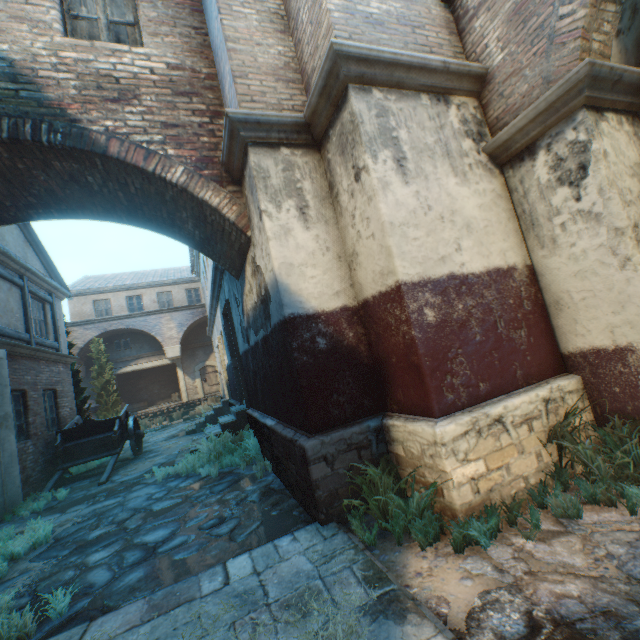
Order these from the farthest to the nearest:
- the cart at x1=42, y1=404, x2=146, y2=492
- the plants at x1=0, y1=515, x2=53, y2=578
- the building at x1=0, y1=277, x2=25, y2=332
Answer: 1. the cart at x1=42, y1=404, x2=146, y2=492
2. the building at x1=0, y1=277, x2=25, y2=332
3. the plants at x1=0, y1=515, x2=53, y2=578

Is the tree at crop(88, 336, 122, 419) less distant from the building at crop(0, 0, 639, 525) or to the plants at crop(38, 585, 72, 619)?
the building at crop(0, 0, 639, 525)

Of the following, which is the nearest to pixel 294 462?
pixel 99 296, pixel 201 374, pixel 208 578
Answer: pixel 208 578

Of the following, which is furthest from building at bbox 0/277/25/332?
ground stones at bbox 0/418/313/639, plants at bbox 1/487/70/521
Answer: plants at bbox 1/487/70/521

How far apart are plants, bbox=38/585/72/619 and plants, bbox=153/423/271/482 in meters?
3.1

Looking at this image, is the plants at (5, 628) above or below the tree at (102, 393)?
below

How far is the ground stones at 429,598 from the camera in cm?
210

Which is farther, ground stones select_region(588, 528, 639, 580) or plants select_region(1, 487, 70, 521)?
plants select_region(1, 487, 70, 521)
